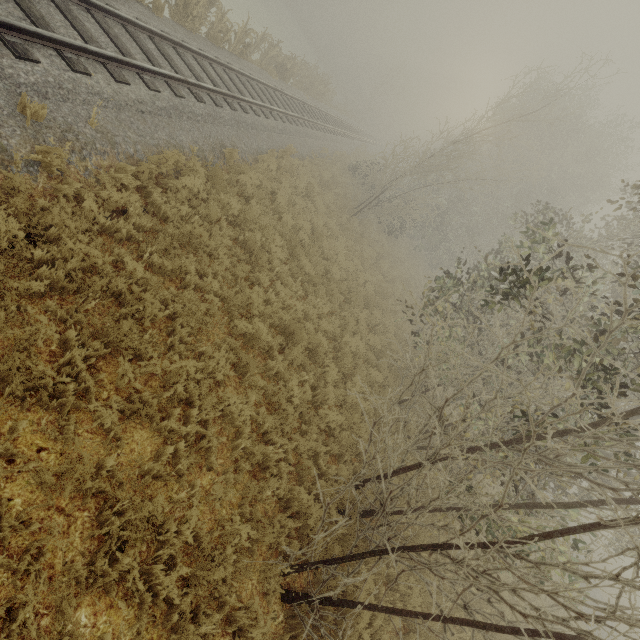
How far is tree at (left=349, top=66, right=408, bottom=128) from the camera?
42.2 meters

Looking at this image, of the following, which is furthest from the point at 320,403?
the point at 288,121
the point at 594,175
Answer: the point at 594,175

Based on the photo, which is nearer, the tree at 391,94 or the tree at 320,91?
the tree at 320,91

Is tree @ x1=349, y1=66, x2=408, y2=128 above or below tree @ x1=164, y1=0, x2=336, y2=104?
above

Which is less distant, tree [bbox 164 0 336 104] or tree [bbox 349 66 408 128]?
tree [bbox 164 0 336 104]

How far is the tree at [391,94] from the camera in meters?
42.2 m
